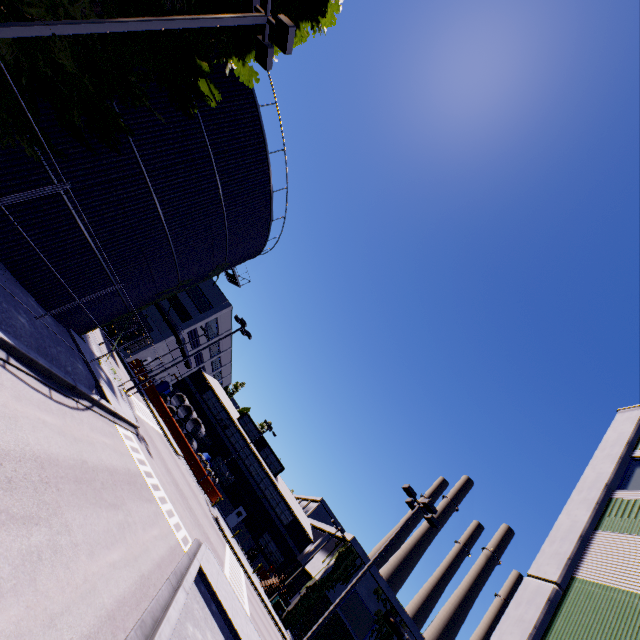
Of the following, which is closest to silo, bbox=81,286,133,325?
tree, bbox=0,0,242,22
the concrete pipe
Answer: tree, bbox=0,0,242,22

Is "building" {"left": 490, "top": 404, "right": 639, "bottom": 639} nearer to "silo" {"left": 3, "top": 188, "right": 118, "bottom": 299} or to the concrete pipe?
"silo" {"left": 3, "top": 188, "right": 118, "bottom": 299}

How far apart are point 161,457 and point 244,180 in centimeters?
1948cm

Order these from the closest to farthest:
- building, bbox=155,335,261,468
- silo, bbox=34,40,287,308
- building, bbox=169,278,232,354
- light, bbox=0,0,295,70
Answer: light, bbox=0,0,295,70 < silo, bbox=34,40,287,308 < building, bbox=169,278,232,354 < building, bbox=155,335,261,468

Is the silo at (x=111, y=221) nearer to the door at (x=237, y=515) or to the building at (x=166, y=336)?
the building at (x=166, y=336)

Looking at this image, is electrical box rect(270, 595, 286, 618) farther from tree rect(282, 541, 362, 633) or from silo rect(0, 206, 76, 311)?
silo rect(0, 206, 76, 311)

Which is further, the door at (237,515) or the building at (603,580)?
the door at (237,515)

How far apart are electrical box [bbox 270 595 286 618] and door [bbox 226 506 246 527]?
12.4 meters
